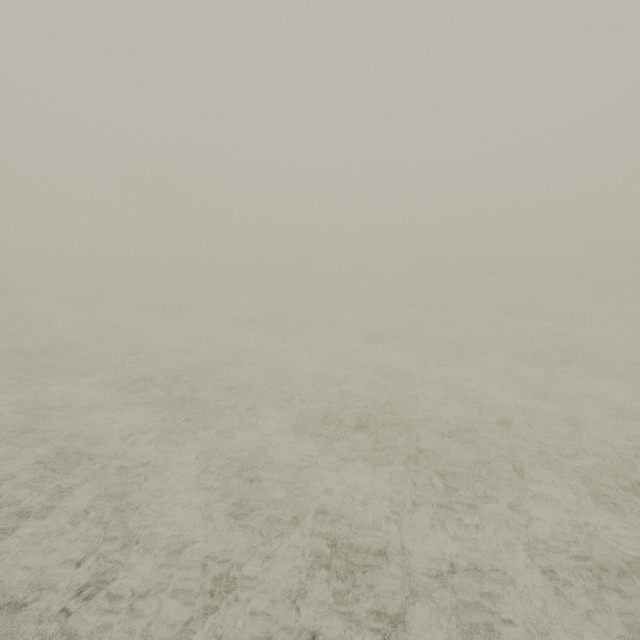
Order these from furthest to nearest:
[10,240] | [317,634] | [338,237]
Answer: [338,237]
[10,240]
[317,634]
